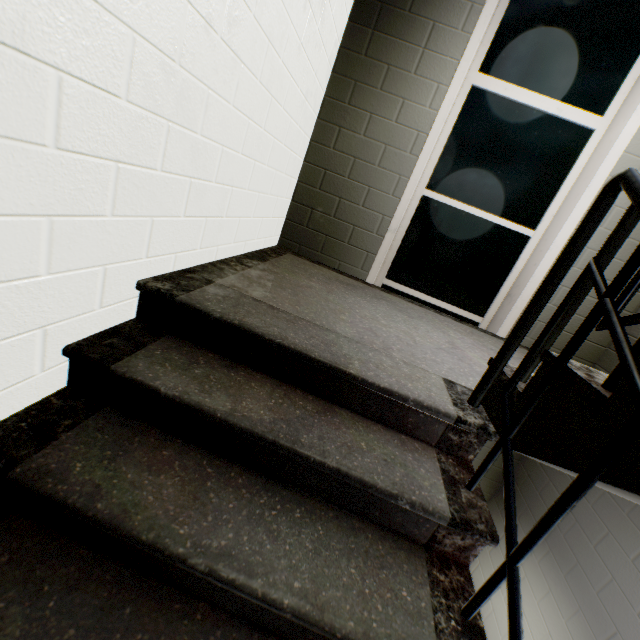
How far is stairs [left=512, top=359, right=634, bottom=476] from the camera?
0.8 meters

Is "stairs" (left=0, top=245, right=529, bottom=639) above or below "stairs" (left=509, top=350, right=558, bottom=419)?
below

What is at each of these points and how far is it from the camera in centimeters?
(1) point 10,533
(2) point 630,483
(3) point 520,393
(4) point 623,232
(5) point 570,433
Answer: (1) stairs, 85cm
(2) stairs, 68cm
(3) stairs, 115cm
(4) railing, 106cm
(5) stairs, 88cm

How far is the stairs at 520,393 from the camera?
1.08m
